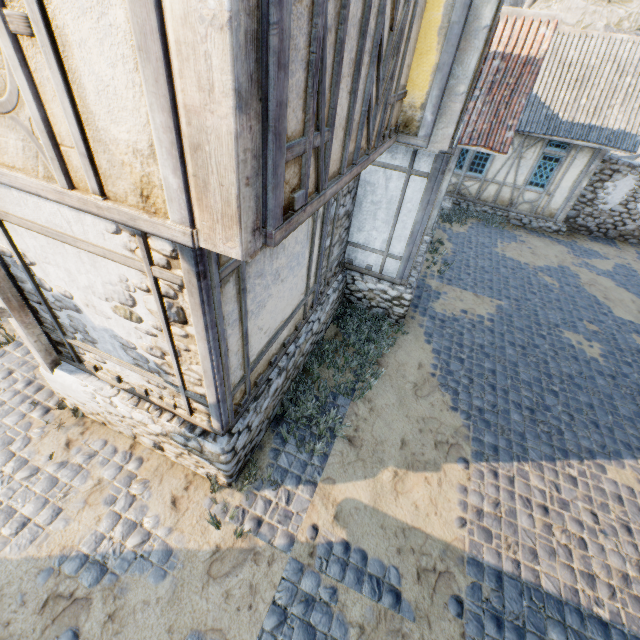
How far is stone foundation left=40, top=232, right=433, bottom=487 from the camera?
4.36m

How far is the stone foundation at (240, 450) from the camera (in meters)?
4.36

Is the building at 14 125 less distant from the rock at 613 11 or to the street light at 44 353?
the street light at 44 353

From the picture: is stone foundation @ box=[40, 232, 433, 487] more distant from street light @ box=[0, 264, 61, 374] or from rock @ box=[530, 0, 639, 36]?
rock @ box=[530, 0, 639, 36]

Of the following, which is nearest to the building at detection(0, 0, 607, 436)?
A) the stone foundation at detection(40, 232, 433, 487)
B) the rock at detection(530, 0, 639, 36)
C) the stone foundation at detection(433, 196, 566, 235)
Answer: the stone foundation at detection(40, 232, 433, 487)

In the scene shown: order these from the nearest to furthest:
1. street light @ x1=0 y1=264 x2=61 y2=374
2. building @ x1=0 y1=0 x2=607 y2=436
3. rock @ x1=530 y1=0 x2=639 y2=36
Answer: building @ x1=0 y1=0 x2=607 y2=436 < street light @ x1=0 y1=264 x2=61 y2=374 < rock @ x1=530 y1=0 x2=639 y2=36

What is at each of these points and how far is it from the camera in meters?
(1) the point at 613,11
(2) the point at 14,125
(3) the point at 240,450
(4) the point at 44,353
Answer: (1) rock, 28.5
(2) building, 2.2
(3) stone foundation, 4.5
(4) street light, 4.6

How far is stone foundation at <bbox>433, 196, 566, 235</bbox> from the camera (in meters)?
13.70
